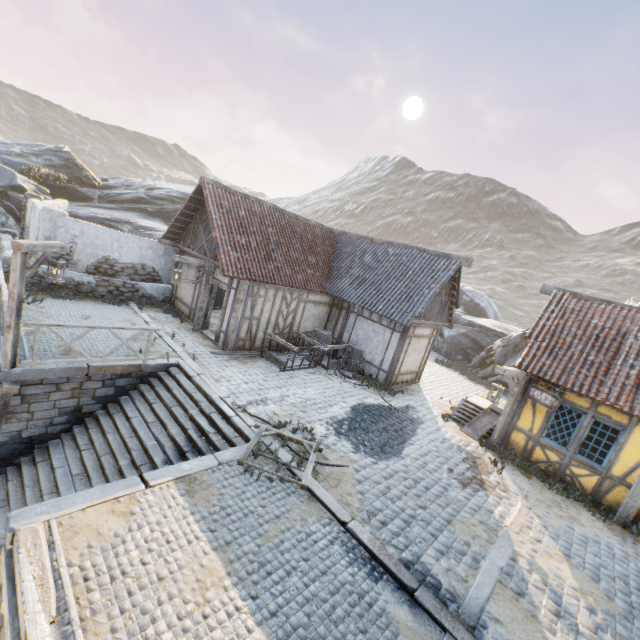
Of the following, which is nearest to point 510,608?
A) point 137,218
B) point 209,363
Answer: point 209,363

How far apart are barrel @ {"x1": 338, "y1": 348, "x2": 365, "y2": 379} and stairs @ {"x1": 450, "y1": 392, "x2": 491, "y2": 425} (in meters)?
3.70

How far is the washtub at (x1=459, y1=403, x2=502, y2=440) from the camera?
11.4 meters

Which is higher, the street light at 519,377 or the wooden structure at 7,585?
the street light at 519,377

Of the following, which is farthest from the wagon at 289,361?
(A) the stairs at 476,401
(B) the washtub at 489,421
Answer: (B) the washtub at 489,421

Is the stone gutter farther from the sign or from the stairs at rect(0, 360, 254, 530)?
the sign

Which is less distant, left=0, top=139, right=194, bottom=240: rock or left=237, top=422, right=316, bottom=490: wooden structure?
left=237, top=422, right=316, bottom=490: wooden structure

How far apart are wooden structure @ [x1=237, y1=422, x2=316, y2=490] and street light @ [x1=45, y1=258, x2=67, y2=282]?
6.2m
